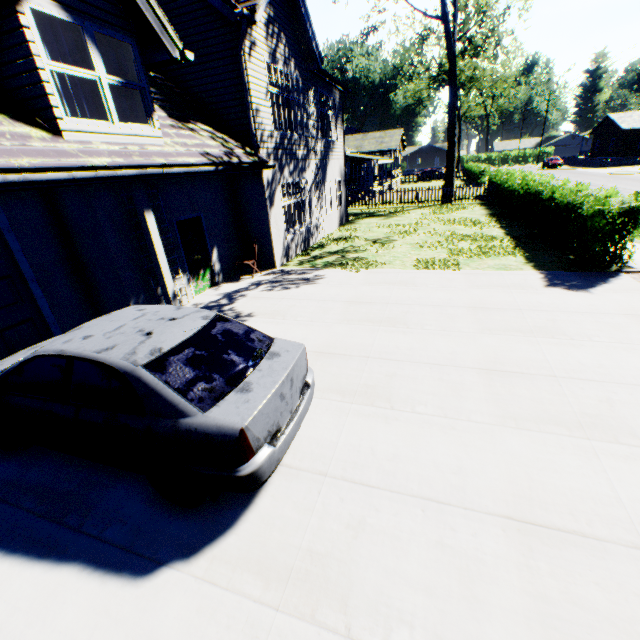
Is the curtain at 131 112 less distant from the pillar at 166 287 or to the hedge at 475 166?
the pillar at 166 287

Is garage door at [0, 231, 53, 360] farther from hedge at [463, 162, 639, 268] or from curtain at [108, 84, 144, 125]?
hedge at [463, 162, 639, 268]

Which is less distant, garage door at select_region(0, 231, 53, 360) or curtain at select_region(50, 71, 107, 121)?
curtain at select_region(50, 71, 107, 121)

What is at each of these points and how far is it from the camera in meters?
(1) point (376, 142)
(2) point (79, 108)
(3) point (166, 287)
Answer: (1) flat, 38.4 m
(2) curtain, 5.4 m
(3) pillar, 6.8 m

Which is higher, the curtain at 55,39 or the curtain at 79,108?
the curtain at 55,39

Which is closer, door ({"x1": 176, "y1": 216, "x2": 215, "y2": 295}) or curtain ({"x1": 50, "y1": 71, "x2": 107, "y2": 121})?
curtain ({"x1": 50, "y1": 71, "x2": 107, "y2": 121})

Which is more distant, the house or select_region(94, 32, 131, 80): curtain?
the house

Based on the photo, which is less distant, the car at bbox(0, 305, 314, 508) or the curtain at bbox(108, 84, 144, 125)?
the car at bbox(0, 305, 314, 508)
